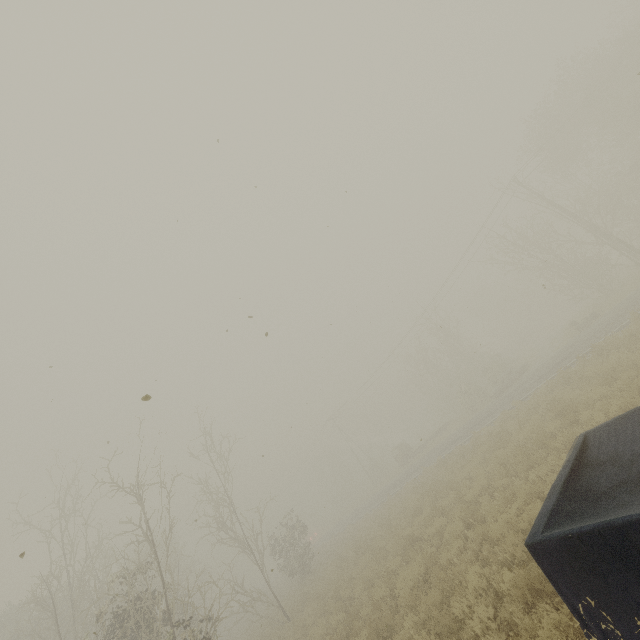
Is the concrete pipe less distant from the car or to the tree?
the tree

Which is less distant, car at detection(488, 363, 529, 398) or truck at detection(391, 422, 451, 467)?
car at detection(488, 363, 529, 398)

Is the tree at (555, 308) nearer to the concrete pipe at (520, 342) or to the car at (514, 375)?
the car at (514, 375)

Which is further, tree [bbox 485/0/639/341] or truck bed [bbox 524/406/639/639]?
tree [bbox 485/0/639/341]

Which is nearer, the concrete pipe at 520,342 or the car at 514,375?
the car at 514,375

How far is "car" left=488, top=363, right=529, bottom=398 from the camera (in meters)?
28.48

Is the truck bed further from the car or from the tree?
the tree

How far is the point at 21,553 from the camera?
3.5 meters
